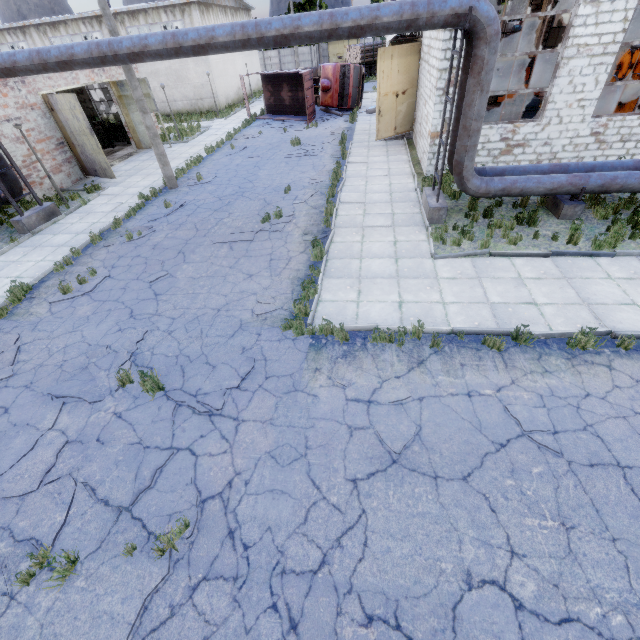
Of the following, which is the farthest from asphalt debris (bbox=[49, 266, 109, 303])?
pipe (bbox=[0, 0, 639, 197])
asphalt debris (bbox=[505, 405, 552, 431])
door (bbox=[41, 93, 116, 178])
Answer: asphalt debris (bbox=[505, 405, 552, 431])

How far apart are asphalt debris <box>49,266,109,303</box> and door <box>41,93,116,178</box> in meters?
9.8

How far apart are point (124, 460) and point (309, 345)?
3.8m

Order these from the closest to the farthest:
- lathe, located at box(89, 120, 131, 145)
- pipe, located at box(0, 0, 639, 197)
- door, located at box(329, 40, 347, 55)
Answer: pipe, located at box(0, 0, 639, 197)
lathe, located at box(89, 120, 131, 145)
door, located at box(329, 40, 347, 55)

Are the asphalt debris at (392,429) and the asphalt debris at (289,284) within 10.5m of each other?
yes

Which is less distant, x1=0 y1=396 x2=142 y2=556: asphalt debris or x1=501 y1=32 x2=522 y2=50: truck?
x1=0 y1=396 x2=142 y2=556: asphalt debris

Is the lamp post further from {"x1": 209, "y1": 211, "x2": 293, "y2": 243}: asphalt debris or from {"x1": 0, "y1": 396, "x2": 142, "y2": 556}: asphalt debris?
{"x1": 0, "y1": 396, "x2": 142, "y2": 556}: asphalt debris

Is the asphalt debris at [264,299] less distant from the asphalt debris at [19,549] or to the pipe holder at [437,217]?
the asphalt debris at [19,549]
